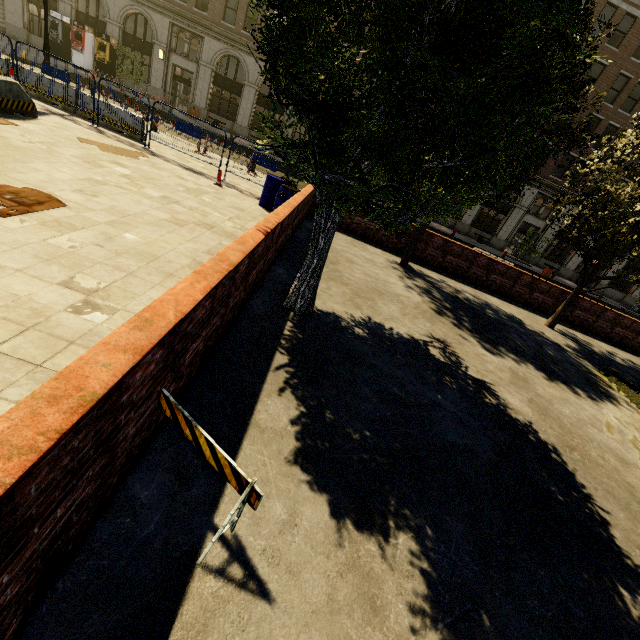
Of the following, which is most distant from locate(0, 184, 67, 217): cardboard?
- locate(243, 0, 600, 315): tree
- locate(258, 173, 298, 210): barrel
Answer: Result: locate(258, 173, 298, 210): barrel

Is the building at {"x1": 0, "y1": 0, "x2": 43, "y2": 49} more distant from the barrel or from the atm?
the barrel

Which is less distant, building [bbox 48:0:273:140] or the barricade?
the barricade

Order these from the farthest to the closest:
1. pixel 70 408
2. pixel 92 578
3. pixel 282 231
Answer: pixel 282 231
pixel 92 578
pixel 70 408

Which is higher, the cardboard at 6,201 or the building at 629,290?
the building at 629,290

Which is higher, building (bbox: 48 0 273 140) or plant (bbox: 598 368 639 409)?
building (bbox: 48 0 273 140)

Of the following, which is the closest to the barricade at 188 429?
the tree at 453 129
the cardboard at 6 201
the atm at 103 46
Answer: the tree at 453 129

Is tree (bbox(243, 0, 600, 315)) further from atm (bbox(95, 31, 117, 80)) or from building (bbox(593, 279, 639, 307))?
atm (bbox(95, 31, 117, 80))
